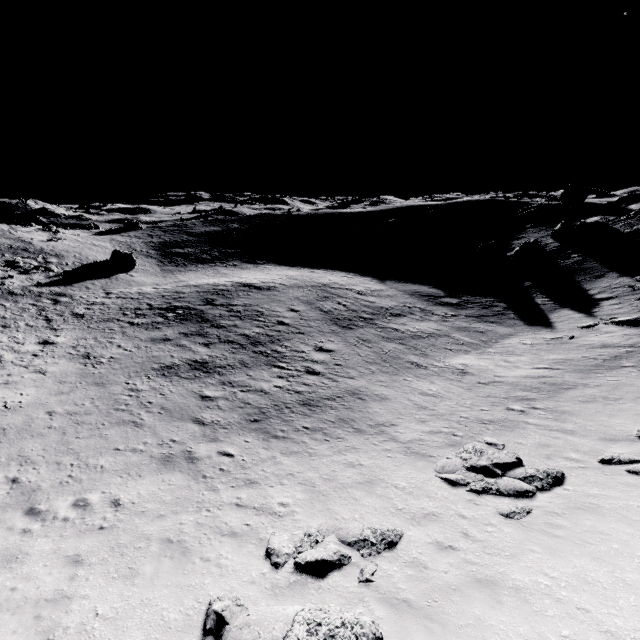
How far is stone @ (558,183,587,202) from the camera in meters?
50.2

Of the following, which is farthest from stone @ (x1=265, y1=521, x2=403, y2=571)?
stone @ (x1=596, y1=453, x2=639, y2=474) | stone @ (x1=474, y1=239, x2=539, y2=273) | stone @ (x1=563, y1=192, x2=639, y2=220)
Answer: stone @ (x1=563, y1=192, x2=639, y2=220)

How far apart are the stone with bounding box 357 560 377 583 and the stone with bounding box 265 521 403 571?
0.2 meters

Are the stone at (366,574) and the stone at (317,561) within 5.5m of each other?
yes

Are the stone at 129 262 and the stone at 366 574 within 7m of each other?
no

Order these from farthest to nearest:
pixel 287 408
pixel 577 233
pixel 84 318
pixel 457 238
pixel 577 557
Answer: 1. pixel 457 238
2. pixel 577 233
3. pixel 84 318
4. pixel 287 408
5. pixel 577 557

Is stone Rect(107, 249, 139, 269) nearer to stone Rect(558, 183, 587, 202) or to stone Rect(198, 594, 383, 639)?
stone Rect(198, 594, 383, 639)

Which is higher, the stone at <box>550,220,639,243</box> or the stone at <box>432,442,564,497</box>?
the stone at <box>550,220,639,243</box>
